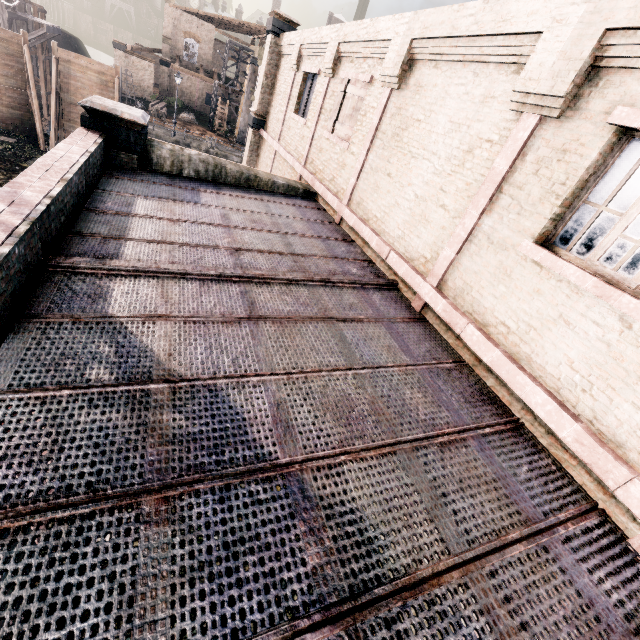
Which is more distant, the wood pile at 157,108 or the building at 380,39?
the wood pile at 157,108

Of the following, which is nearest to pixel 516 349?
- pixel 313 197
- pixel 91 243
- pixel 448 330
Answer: pixel 448 330

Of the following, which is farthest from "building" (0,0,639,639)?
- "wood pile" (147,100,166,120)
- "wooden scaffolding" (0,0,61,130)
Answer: "wood pile" (147,100,166,120)

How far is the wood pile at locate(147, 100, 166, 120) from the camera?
37.6 meters

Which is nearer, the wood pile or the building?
the building

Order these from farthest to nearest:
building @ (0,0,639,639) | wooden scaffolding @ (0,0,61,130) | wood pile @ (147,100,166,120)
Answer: wood pile @ (147,100,166,120), wooden scaffolding @ (0,0,61,130), building @ (0,0,639,639)

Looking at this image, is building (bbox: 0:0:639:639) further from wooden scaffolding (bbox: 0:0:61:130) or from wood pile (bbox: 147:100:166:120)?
wood pile (bbox: 147:100:166:120)

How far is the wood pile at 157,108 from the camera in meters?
37.6
